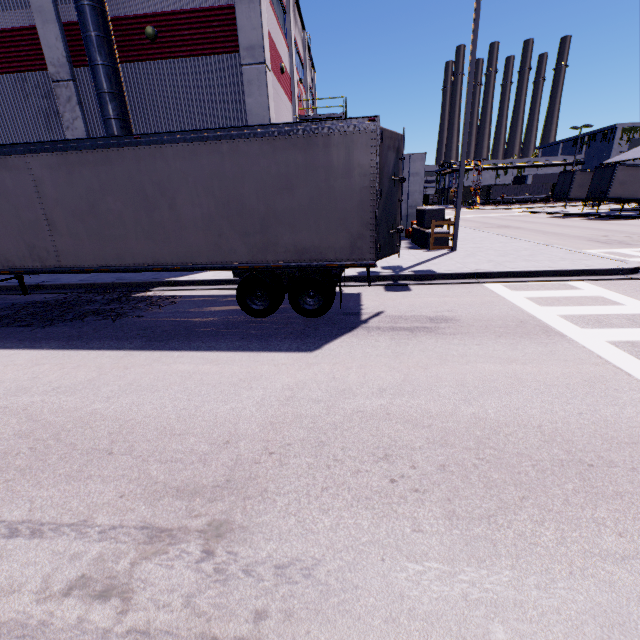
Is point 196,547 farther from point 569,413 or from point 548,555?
point 569,413

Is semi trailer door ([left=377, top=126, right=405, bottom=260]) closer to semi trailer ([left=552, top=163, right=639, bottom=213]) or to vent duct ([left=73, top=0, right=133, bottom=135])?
semi trailer ([left=552, top=163, right=639, bottom=213])

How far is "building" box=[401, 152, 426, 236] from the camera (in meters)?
20.16

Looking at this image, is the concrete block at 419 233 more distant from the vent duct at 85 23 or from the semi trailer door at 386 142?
the vent duct at 85 23

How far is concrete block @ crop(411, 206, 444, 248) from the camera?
15.3 meters

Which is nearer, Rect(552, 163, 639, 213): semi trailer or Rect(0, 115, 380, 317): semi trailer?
Rect(0, 115, 380, 317): semi trailer

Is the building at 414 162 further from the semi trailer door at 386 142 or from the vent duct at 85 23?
the semi trailer door at 386 142

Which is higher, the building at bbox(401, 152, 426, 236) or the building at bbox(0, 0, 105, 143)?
the building at bbox(0, 0, 105, 143)
